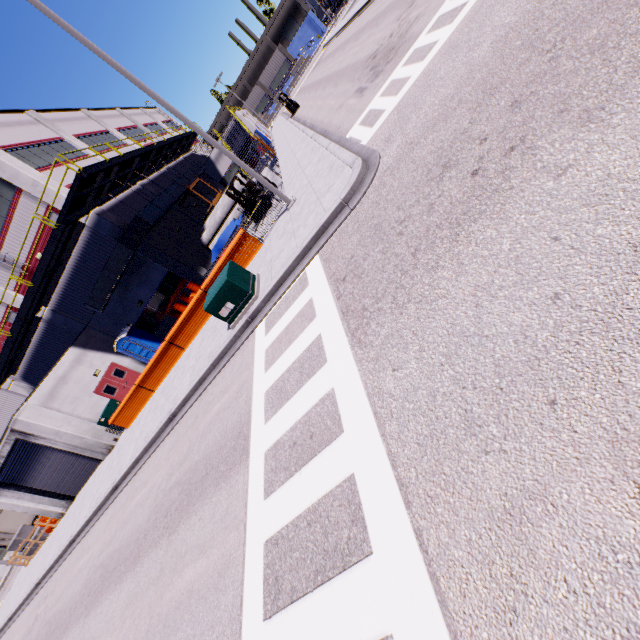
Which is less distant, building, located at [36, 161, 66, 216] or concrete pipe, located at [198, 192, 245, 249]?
building, located at [36, 161, 66, 216]

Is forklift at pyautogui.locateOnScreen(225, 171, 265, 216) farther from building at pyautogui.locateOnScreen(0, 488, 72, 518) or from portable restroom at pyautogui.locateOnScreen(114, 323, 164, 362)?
portable restroom at pyautogui.locateOnScreen(114, 323, 164, 362)

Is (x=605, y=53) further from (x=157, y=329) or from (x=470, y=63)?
(x=157, y=329)

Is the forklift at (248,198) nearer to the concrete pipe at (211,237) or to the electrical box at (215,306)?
the concrete pipe at (211,237)

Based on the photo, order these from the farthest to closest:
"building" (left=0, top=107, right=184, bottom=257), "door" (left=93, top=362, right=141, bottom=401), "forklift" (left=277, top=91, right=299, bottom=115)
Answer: "forklift" (left=277, top=91, right=299, bottom=115) < "door" (left=93, top=362, right=141, bottom=401) < "building" (left=0, top=107, right=184, bottom=257)

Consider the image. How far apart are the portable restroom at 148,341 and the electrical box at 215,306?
14.2m

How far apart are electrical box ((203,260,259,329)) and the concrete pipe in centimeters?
1369cm

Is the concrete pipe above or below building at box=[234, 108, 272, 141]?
below
